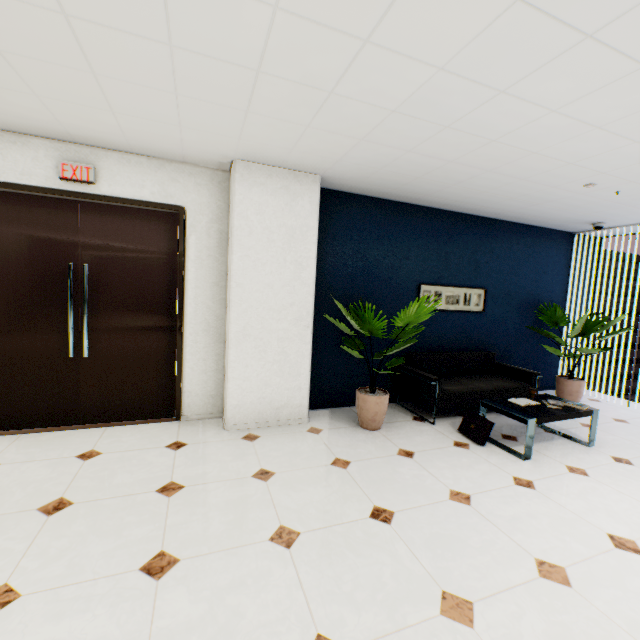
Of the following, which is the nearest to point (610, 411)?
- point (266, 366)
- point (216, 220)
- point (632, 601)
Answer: point (632, 601)

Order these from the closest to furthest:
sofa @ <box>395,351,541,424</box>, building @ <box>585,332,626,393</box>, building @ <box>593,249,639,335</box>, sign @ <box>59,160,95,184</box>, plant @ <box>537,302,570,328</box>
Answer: sign @ <box>59,160,95,184</box> → sofa @ <box>395,351,541,424</box> → plant @ <box>537,302,570,328</box> → building @ <box>593,249,639,335</box> → building @ <box>585,332,626,393</box>

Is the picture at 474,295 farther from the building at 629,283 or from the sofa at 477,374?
the building at 629,283

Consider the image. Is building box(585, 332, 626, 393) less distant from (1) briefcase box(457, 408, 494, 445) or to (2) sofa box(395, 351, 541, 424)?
(2) sofa box(395, 351, 541, 424)

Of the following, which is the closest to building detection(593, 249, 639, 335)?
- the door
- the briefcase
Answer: the briefcase

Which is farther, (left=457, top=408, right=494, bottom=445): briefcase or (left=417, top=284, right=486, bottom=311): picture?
(left=417, top=284, right=486, bottom=311): picture

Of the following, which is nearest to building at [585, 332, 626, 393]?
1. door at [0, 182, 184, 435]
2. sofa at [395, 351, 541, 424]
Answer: sofa at [395, 351, 541, 424]

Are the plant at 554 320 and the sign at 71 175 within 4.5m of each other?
no
